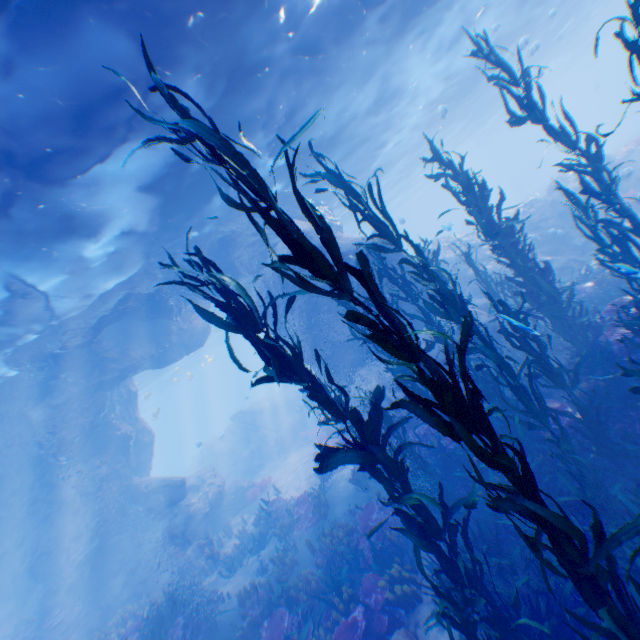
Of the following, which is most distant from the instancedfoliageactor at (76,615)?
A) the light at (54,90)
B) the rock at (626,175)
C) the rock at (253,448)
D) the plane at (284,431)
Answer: the rock at (253,448)

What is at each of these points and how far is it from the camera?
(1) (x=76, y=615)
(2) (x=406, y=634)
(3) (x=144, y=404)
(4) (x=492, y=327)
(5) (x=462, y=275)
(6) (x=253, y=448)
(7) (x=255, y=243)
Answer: (1) instancedfoliageactor, 13.6 meters
(2) rock, 6.5 meters
(3) light, 54.8 meters
(4) rock, 11.5 meters
(5) rock, 16.9 meters
(6) rock, 27.5 meters
(7) rock, 15.5 meters

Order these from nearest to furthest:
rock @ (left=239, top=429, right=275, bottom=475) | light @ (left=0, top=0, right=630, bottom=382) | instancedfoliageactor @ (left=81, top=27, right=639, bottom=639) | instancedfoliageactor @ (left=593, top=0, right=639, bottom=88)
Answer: instancedfoliageactor @ (left=81, top=27, right=639, bottom=639)
instancedfoliageactor @ (left=593, top=0, right=639, bottom=88)
light @ (left=0, top=0, right=630, bottom=382)
rock @ (left=239, top=429, right=275, bottom=475)

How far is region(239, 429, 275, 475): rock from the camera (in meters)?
26.66

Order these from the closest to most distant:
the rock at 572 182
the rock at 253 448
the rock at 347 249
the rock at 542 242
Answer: the rock at 347 249, the rock at 542 242, the rock at 572 182, the rock at 253 448

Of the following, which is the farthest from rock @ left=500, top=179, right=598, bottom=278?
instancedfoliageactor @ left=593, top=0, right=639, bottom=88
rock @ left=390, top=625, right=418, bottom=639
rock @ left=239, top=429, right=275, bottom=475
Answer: rock @ left=239, top=429, right=275, bottom=475

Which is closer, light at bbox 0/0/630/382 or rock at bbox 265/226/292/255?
light at bbox 0/0/630/382

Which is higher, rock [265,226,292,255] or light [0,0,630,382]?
light [0,0,630,382]
